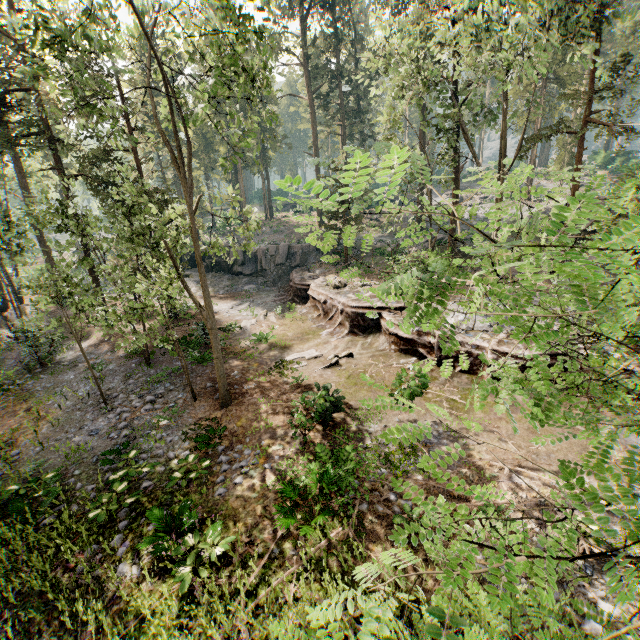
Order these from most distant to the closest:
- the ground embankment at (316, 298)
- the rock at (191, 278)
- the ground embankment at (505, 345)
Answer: the rock at (191, 278) → the ground embankment at (316, 298) → the ground embankment at (505, 345)

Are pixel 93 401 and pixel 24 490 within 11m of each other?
yes

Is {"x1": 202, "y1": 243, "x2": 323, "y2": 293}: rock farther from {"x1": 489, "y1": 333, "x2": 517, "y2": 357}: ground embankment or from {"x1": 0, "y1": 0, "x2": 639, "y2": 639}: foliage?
{"x1": 0, "y1": 0, "x2": 639, "y2": 639}: foliage

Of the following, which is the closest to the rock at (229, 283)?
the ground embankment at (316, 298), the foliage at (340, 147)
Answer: the ground embankment at (316, 298)

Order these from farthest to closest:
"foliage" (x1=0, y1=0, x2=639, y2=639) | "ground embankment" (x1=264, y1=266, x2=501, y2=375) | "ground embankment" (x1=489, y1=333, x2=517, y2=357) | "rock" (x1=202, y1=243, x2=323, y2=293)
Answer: "rock" (x1=202, y1=243, x2=323, y2=293) → "ground embankment" (x1=264, y1=266, x2=501, y2=375) → "ground embankment" (x1=489, y1=333, x2=517, y2=357) → "foliage" (x1=0, y1=0, x2=639, y2=639)

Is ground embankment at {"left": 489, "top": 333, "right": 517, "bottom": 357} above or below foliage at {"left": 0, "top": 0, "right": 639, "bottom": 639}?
below

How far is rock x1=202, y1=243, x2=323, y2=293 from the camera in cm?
3288
